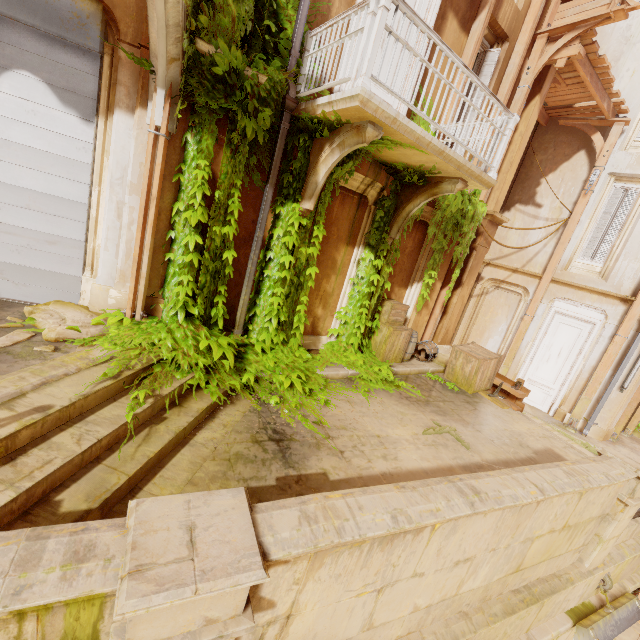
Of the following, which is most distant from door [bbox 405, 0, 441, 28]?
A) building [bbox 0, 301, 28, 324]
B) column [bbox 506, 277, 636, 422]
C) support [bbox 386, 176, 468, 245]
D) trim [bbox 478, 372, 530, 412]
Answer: column [bbox 506, 277, 636, 422]

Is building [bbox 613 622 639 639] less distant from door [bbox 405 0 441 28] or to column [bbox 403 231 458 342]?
column [bbox 403 231 458 342]

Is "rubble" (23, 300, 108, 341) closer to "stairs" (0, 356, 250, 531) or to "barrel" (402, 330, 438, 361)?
"stairs" (0, 356, 250, 531)

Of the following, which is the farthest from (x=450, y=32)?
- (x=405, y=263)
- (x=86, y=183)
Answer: (x=86, y=183)

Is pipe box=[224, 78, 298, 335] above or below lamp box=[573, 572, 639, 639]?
above

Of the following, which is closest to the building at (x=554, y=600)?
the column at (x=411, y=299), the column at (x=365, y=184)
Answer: the column at (x=411, y=299)

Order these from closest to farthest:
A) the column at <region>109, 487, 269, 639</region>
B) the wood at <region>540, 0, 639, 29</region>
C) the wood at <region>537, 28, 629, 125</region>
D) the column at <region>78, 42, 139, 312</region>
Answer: the column at <region>109, 487, 269, 639</region>, the column at <region>78, 42, 139, 312</region>, the wood at <region>540, 0, 639, 29</region>, the wood at <region>537, 28, 629, 125</region>

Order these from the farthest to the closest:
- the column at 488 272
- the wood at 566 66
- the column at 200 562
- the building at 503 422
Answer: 1. the column at 488 272
2. the wood at 566 66
3. the building at 503 422
4. the column at 200 562
